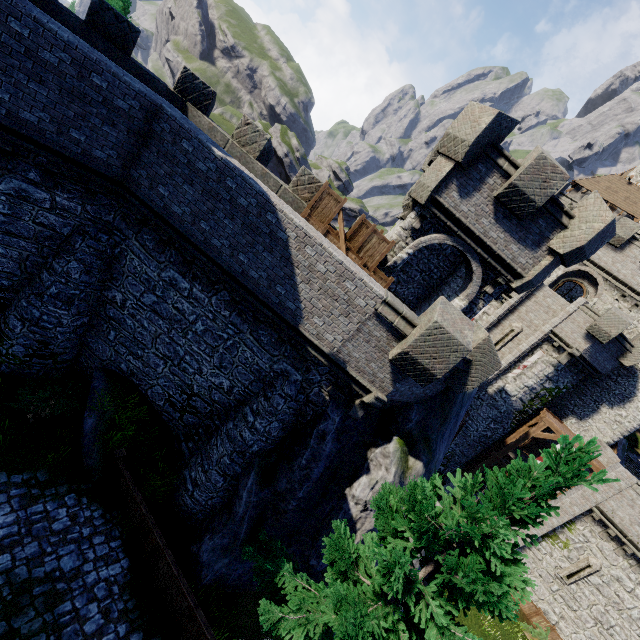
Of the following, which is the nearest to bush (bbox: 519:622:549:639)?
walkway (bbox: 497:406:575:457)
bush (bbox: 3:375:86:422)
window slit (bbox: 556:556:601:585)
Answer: window slit (bbox: 556:556:601:585)

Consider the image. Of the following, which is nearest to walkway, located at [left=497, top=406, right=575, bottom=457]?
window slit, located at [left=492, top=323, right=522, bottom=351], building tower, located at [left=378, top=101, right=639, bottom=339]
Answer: window slit, located at [left=492, top=323, right=522, bottom=351]

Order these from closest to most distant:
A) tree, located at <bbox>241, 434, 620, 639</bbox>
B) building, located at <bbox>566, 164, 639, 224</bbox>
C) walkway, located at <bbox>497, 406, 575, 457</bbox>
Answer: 1. tree, located at <bbox>241, 434, 620, 639</bbox>
2. walkway, located at <bbox>497, 406, 575, 457</bbox>
3. building, located at <bbox>566, 164, 639, 224</bbox>

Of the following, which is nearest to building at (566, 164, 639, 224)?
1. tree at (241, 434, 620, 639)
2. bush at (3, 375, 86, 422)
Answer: tree at (241, 434, 620, 639)

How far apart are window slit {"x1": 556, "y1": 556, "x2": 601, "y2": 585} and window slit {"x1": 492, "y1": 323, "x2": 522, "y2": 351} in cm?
1305

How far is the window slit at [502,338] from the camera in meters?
23.9 m

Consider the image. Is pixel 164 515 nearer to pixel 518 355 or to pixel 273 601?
pixel 273 601

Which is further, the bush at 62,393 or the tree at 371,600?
the bush at 62,393
